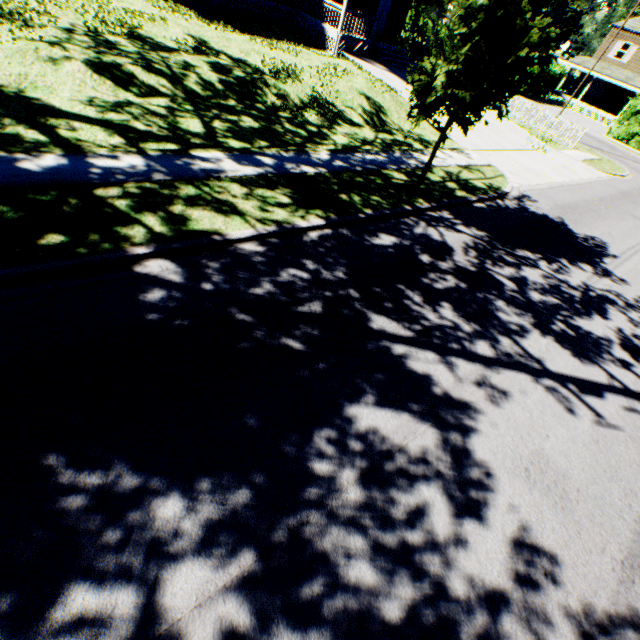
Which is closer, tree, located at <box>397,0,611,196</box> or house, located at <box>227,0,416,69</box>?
tree, located at <box>397,0,611,196</box>

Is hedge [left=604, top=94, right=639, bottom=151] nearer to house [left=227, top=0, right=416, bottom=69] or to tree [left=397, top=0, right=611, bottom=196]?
house [left=227, top=0, right=416, bottom=69]

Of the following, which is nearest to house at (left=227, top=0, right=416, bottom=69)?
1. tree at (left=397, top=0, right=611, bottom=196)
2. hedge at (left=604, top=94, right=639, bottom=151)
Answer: tree at (left=397, top=0, right=611, bottom=196)

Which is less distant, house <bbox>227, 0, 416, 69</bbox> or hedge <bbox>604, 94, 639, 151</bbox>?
house <bbox>227, 0, 416, 69</bbox>

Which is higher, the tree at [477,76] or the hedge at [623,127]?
the tree at [477,76]

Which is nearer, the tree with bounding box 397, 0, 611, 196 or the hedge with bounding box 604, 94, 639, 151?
the tree with bounding box 397, 0, 611, 196

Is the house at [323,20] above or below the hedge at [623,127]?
above

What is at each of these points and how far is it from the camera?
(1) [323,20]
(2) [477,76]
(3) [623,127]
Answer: (1) house, 20.55m
(2) tree, 6.52m
(3) hedge, 30.14m
